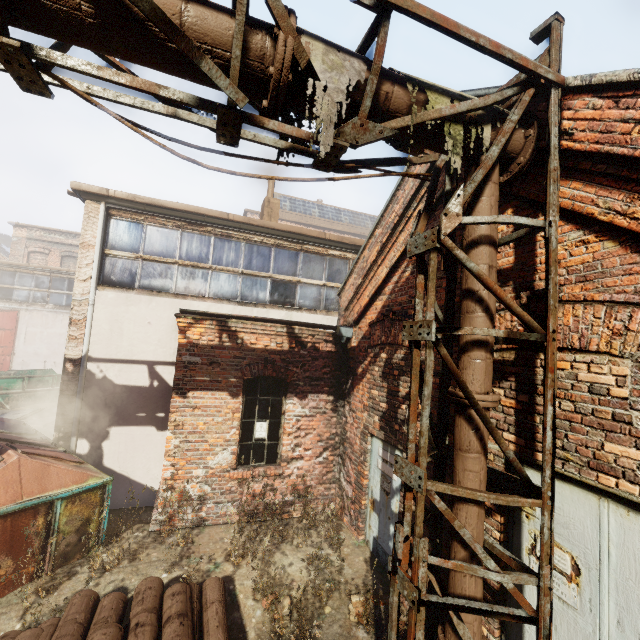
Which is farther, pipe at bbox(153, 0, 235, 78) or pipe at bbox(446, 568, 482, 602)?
pipe at bbox(446, 568, 482, 602)

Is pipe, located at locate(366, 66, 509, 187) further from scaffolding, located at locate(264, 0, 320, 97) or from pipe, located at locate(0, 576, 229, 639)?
pipe, located at locate(0, 576, 229, 639)

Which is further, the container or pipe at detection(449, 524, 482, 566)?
the container

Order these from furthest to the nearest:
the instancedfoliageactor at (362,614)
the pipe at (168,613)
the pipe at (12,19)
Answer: the instancedfoliageactor at (362,614) → the pipe at (168,613) → the pipe at (12,19)

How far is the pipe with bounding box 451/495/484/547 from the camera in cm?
299

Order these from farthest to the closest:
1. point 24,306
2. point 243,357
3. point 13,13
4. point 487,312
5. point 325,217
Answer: point 325,217, point 24,306, point 243,357, point 487,312, point 13,13

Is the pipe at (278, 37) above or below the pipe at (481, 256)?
above
